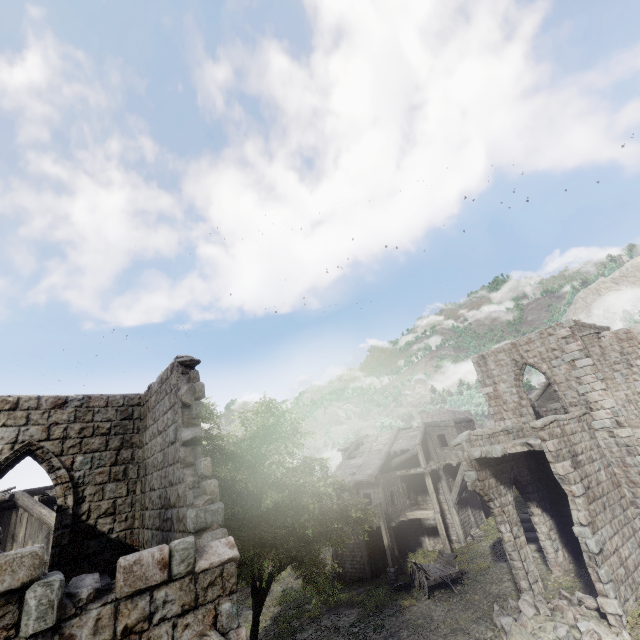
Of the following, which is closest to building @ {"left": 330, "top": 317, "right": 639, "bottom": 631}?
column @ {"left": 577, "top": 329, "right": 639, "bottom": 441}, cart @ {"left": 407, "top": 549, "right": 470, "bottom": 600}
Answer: column @ {"left": 577, "top": 329, "right": 639, "bottom": 441}

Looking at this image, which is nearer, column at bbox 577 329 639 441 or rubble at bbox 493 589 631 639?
rubble at bbox 493 589 631 639

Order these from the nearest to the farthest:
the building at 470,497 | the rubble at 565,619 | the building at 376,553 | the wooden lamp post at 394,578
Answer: the rubble at 565,619 → the building at 470,497 → the wooden lamp post at 394,578 → the building at 376,553

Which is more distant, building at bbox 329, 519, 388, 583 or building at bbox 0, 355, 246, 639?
building at bbox 329, 519, 388, 583

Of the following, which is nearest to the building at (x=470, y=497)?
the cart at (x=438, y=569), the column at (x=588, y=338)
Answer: the column at (x=588, y=338)

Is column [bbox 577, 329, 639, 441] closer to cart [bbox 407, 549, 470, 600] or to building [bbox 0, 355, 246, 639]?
building [bbox 0, 355, 246, 639]

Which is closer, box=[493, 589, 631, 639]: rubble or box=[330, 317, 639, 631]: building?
box=[493, 589, 631, 639]: rubble

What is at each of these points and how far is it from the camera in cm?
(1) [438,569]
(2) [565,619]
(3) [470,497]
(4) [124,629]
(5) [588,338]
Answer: (1) cart, 1730
(2) rubble, 1107
(3) building, 2594
(4) building, 402
(5) column, 1630
